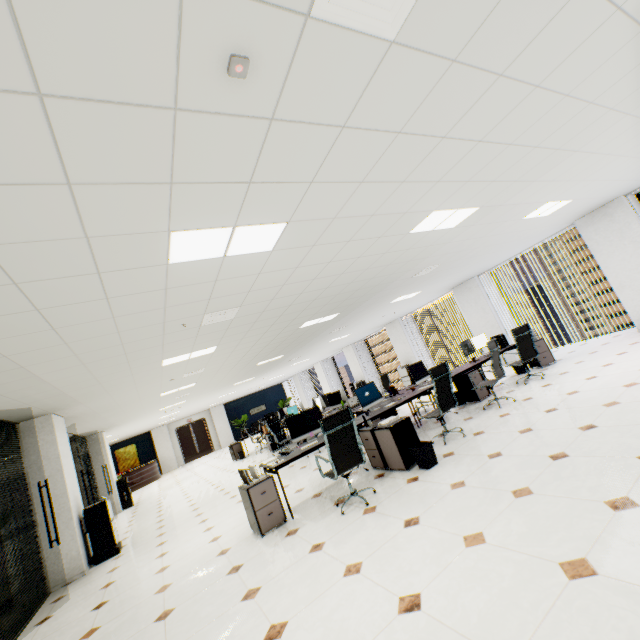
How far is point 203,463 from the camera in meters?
17.6 m

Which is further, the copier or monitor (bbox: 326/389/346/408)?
monitor (bbox: 326/389/346/408)

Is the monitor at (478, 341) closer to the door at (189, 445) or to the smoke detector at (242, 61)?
the smoke detector at (242, 61)

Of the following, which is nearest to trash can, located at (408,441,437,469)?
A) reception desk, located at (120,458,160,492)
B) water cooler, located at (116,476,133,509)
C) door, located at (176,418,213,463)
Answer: water cooler, located at (116,476,133,509)

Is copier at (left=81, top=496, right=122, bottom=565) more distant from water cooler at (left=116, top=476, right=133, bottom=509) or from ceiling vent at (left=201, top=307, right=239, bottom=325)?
water cooler at (left=116, top=476, right=133, bottom=509)

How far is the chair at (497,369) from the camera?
5.8 meters

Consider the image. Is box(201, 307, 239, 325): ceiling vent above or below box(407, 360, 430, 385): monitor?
above

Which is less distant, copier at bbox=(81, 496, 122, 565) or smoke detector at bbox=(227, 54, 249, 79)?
smoke detector at bbox=(227, 54, 249, 79)
